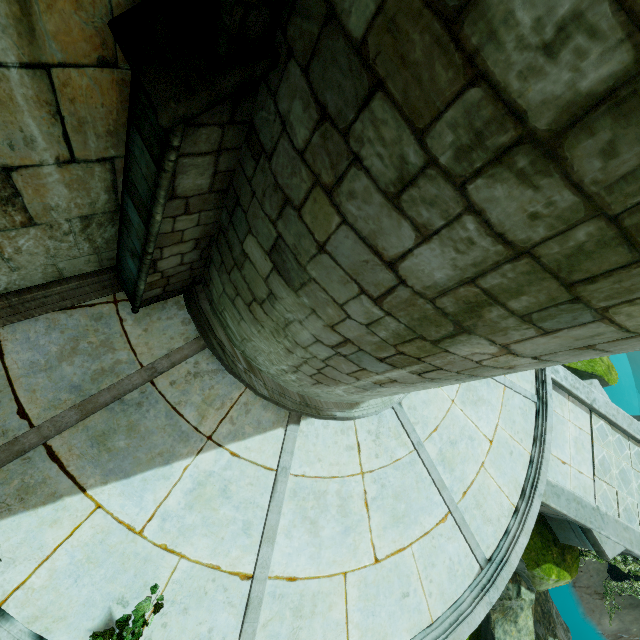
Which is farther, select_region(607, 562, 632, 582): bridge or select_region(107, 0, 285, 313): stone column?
select_region(607, 562, 632, 582): bridge

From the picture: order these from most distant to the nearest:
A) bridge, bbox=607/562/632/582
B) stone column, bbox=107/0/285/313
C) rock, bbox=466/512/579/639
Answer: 1. bridge, bbox=607/562/632/582
2. rock, bbox=466/512/579/639
3. stone column, bbox=107/0/285/313

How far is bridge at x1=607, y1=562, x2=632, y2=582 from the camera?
13.01m

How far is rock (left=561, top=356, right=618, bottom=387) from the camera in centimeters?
1112cm

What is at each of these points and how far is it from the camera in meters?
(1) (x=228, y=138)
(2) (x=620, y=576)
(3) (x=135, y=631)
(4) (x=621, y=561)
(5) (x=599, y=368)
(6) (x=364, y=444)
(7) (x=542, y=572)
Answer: (1) stone column, 2.8
(2) bridge, 13.4
(3) plant, 3.7
(4) plant, 9.6
(5) rock, 11.2
(6) building, 6.2
(7) rock, 8.7

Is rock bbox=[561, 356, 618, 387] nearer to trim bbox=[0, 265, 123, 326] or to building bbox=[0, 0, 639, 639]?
building bbox=[0, 0, 639, 639]

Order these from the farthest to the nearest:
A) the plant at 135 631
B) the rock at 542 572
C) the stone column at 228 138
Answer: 1. the rock at 542 572
2. the plant at 135 631
3. the stone column at 228 138

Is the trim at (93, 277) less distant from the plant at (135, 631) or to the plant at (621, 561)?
the plant at (135, 631)
